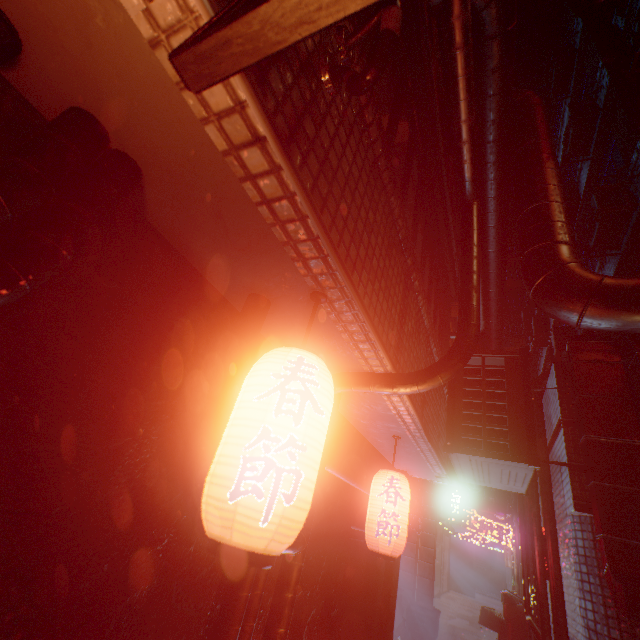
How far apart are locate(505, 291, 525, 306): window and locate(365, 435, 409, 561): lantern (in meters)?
28.54

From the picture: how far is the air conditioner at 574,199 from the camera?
8.33m

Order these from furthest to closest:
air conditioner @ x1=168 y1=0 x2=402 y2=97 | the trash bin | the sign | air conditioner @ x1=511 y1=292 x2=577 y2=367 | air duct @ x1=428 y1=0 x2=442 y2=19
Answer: air conditioner @ x1=511 y1=292 x2=577 y2=367
the sign
the trash bin
air duct @ x1=428 y1=0 x2=442 y2=19
air conditioner @ x1=168 y1=0 x2=402 y2=97

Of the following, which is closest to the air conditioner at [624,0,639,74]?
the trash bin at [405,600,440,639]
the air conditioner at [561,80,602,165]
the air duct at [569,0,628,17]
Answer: the air conditioner at [561,80,602,165]

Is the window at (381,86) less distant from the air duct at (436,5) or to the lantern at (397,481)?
the air duct at (436,5)

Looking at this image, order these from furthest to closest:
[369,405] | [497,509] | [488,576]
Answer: [488,576] < [497,509] < [369,405]

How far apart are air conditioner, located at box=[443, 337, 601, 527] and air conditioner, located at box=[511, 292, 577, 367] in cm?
1159

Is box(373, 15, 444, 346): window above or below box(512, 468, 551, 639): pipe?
above
